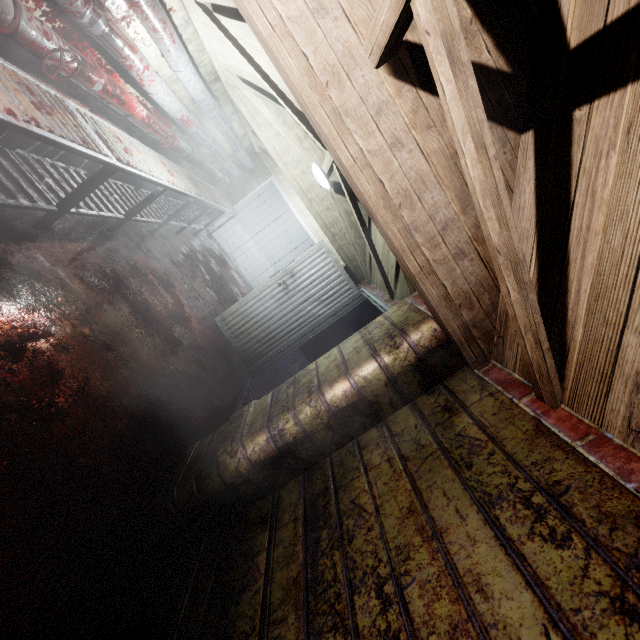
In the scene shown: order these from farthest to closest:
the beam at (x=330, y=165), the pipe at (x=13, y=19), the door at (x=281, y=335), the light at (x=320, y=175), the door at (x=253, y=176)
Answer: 1. the door at (x=253, y=176)
2. the door at (x=281, y=335)
3. the light at (x=320, y=175)
4. the beam at (x=330, y=165)
5. the pipe at (x=13, y=19)

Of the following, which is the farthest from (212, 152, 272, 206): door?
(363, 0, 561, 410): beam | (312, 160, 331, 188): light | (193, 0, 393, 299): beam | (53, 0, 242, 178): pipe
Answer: (363, 0, 561, 410): beam

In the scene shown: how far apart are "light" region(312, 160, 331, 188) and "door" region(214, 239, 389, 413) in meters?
0.8 m

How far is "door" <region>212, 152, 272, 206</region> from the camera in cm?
722

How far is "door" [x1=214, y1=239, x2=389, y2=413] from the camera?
4.33m

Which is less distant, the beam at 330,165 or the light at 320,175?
the beam at 330,165

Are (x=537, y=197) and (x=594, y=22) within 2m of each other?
yes

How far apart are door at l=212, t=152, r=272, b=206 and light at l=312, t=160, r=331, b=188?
4.0 meters
